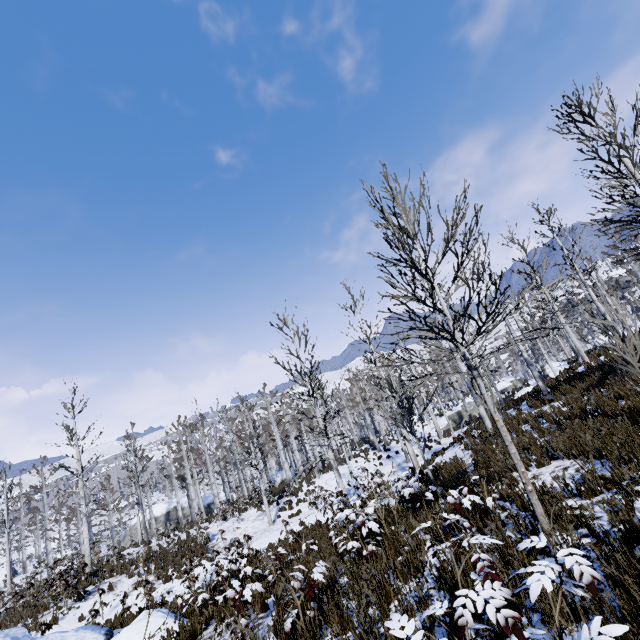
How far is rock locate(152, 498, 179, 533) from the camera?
37.7m

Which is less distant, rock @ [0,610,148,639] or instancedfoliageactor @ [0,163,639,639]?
instancedfoliageactor @ [0,163,639,639]

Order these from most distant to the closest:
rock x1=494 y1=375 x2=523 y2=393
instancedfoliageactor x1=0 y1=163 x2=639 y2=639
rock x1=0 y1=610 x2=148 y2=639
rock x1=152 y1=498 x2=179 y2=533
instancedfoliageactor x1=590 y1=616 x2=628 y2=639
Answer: rock x1=152 y1=498 x2=179 y2=533, rock x1=494 y1=375 x2=523 y2=393, rock x1=0 y1=610 x2=148 y2=639, instancedfoliageactor x1=0 y1=163 x2=639 y2=639, instancedfoliageactor x1=590 y1=616 x2=628 y2=639

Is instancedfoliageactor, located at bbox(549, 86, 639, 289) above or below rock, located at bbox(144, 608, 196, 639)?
above

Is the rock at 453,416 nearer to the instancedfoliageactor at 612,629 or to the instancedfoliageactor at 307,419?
the instancedfoliageactor at 307,419

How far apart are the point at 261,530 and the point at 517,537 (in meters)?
17.94

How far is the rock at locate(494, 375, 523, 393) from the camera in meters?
36.4

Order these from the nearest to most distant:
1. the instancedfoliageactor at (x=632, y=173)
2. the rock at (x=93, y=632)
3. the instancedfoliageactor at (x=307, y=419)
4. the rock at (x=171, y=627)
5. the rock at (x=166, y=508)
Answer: the instancedfoliageactor at (x=307, y=419) → the rock at (x=171, y=627) → the rock at (x=93, y=632) → the instancedfoliageactor at (x=632, y=173) → the rock at (x=166, y=508)
